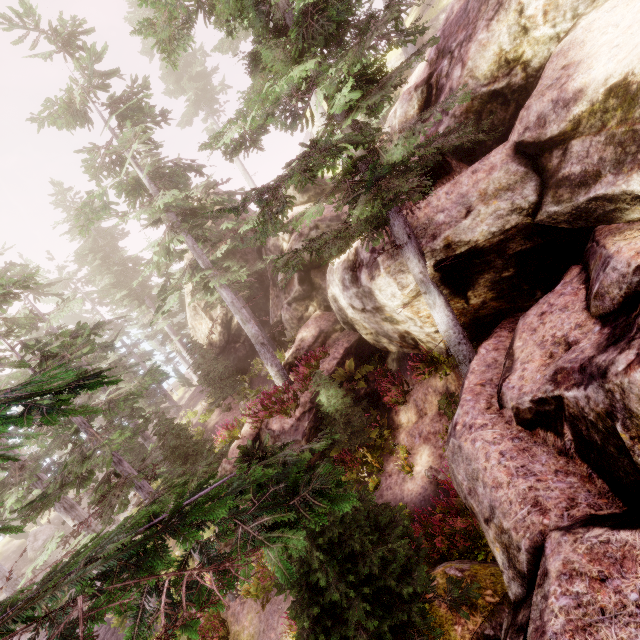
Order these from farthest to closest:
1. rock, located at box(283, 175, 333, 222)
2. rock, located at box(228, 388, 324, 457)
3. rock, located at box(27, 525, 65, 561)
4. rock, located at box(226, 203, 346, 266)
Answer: rock, located at box(27, 525, 65, 561) → rock, located at box(283, 175, 333, 222) → rock, located at box(226, 203, 346, 266) → rock, located at box(228, 388, 324, 457)

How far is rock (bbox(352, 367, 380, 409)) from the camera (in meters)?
14.59

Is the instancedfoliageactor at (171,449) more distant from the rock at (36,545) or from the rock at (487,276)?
the rock at (36,545)

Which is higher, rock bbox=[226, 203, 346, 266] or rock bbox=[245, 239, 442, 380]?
rock bbox=[226, 203, 346, 266]

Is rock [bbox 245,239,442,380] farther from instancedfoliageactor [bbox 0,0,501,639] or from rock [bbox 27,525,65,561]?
rock [bbox 27,525,65,561]

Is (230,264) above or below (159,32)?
below

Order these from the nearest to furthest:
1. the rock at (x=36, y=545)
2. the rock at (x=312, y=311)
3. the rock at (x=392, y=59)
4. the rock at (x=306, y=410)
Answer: the rock at (x=312, y=311) < the rock at (x=306, y=410) < the rock at (x=392, y=59) < the rock at (x=36, y=545)
